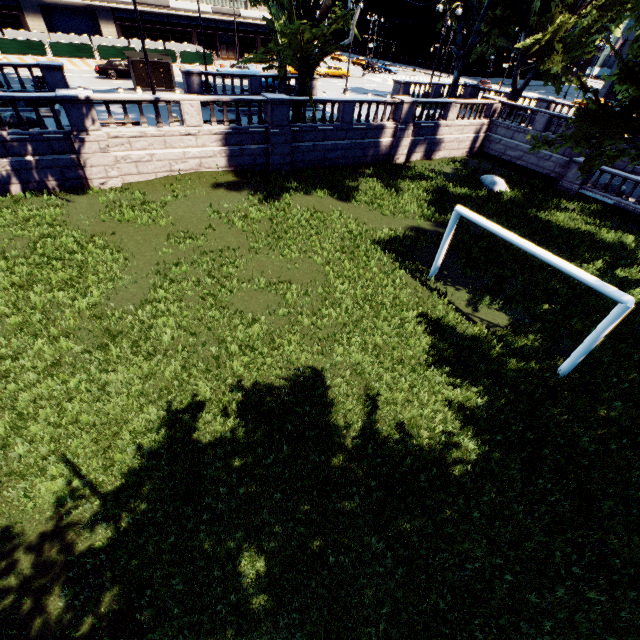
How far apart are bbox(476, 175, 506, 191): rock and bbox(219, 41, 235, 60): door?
49.1m

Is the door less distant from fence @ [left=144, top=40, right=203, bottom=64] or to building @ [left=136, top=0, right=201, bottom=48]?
building @ [left=136, top=0, right=201, bottom=48]

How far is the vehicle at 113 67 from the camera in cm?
2970

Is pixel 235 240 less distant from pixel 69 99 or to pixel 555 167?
pixel 69 99

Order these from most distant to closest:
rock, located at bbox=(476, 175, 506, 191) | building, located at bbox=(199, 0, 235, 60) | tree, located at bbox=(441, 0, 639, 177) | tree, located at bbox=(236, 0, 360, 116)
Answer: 1. building, located at bbox=(199, 0, 235, 60)
2. rock, located at bbox=(476, 175, 506, 191)
3. tree, located at bbox=(236, 0, 360, 116)
4. tree, located at bbox=(441, 0, 639, 177)

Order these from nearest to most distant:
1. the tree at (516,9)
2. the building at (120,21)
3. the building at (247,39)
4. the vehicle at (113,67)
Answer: the tree at (516,9)
the vehicle at (113,67)
the building at (120,21)
the building at (247,39)

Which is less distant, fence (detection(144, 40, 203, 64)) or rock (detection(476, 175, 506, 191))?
rock (detection(476, 175, 506, 191))

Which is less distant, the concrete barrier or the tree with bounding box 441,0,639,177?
the tree with bounding box 441,0,639,177
